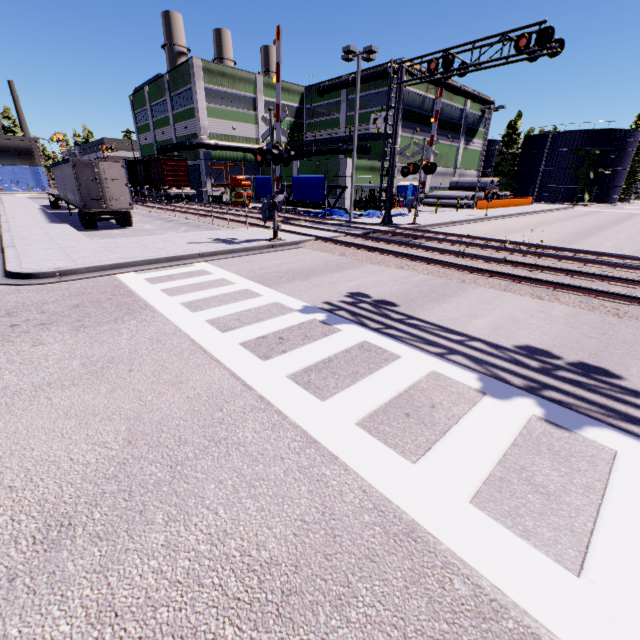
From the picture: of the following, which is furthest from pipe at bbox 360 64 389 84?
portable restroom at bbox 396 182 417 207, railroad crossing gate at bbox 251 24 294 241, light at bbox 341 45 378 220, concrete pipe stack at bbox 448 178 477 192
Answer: portable restroom at bbox 396 182 417 207

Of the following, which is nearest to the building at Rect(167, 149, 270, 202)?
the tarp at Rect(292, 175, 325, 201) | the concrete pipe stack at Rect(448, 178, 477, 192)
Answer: the concrete pipe stack at Rect(448, 178, 477, 192)

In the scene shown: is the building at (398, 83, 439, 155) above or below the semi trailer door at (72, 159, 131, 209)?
above

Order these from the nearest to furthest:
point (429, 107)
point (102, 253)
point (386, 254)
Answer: point (102, 253), point (386, 254), point (429, 107)

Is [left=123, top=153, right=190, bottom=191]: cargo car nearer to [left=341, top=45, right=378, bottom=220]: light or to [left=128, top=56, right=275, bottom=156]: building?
[left=128, top=56, right=275, bottom=156]: building

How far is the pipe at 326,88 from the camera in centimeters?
3766cm

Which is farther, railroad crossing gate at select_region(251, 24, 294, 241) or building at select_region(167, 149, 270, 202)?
building at select_region(167, 149, 270, 202)

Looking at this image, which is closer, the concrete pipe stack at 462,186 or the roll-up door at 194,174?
the roll-up door at 194,174
